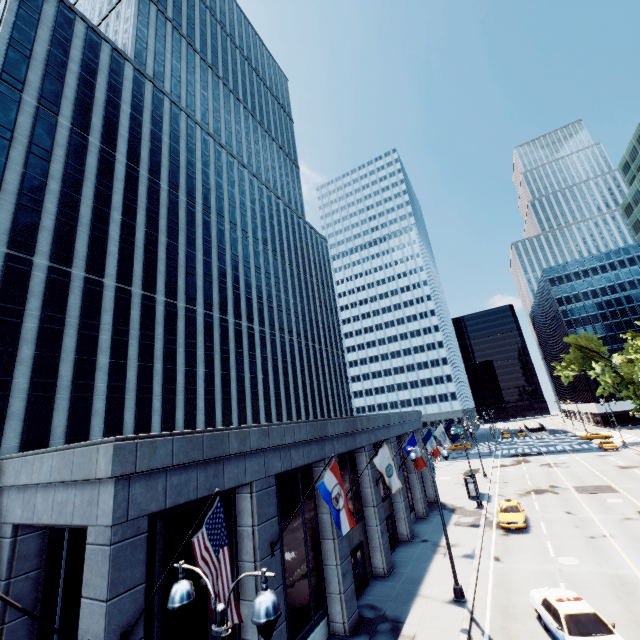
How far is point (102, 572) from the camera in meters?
7.7 m

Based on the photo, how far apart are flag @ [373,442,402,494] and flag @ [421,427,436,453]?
11.50m

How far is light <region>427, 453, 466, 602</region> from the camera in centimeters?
1667cm

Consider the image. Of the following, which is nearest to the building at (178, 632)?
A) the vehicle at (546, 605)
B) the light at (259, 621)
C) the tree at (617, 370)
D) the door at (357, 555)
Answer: the door at (357, 555)

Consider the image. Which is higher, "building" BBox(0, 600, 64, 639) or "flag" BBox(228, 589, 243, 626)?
"flag" BBox(228, 589, 243, 626)

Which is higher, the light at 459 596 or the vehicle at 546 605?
the vehicle at 546 605

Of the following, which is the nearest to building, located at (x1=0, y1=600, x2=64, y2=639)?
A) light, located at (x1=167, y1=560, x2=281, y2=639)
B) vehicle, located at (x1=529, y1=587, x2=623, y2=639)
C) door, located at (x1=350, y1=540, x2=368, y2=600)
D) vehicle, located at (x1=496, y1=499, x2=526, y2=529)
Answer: door, located at (x1=350, y1=540, x2=368, y2=600)

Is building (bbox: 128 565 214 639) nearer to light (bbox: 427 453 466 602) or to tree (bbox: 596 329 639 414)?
light (bbox: 427 453 466 602)
